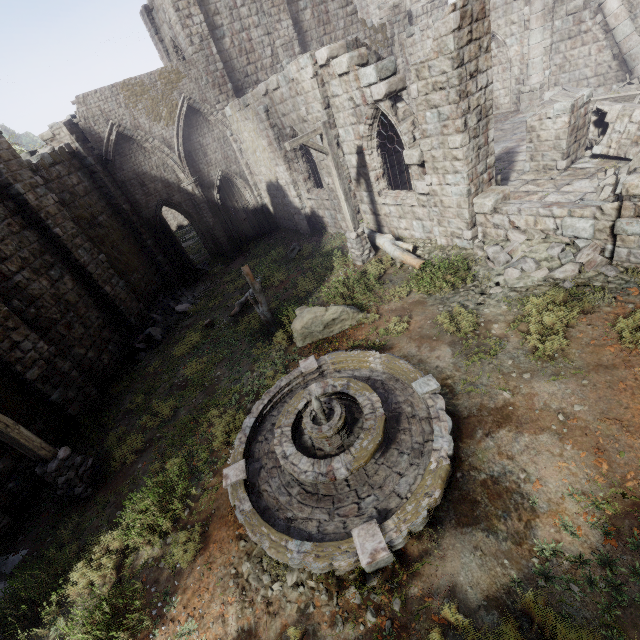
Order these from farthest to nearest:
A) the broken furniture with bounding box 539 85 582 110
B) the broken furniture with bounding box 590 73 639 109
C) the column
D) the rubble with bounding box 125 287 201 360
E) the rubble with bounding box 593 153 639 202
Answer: the column < the broken furniture with bounding box 539 85 582 110 < the rubble with bounding box 125 287 201 360 < the broken furniture with bounding box 590 73 639 109 < the rubble with bounding box 593 153 639 202

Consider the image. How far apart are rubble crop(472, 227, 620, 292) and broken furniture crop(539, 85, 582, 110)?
10.10m

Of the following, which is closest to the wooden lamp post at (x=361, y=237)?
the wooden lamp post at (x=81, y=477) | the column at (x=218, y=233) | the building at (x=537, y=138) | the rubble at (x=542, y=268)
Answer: the building at (x=537, y=138)

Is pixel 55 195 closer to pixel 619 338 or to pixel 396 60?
pixel 619 338

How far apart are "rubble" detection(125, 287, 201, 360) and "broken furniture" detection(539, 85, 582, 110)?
19.5 meters

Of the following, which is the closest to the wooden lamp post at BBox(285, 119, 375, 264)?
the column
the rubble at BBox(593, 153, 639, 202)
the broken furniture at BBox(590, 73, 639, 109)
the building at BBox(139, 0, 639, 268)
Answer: the building at BBox(139, 0, 639, 268)

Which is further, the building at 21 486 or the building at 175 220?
the building at 175 220

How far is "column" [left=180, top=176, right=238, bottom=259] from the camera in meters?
18.5 m
